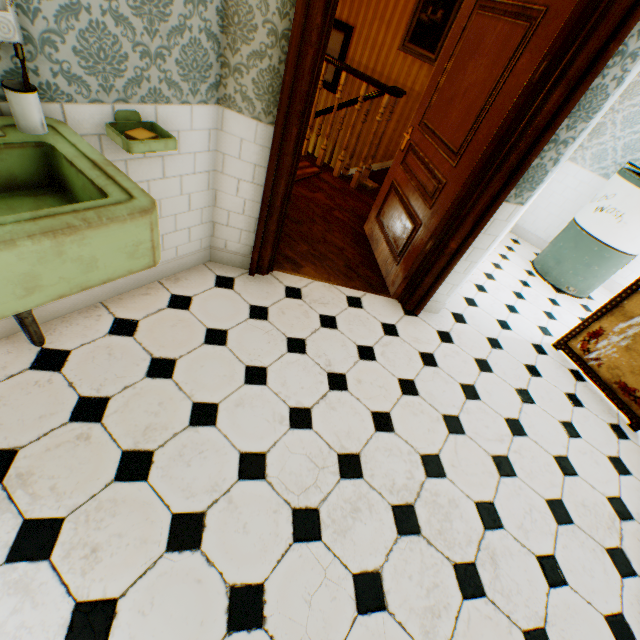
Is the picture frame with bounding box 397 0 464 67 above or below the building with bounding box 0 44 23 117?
above

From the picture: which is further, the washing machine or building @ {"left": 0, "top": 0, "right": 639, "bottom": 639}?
the washing machine

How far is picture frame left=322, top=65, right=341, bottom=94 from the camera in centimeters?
599cm

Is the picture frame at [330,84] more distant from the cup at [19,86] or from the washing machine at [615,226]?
the cup at [19,86]

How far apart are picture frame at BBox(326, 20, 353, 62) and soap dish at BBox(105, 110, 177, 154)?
5.70m

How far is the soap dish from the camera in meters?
1.5

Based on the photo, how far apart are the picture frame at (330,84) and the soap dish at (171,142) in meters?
5.7 m

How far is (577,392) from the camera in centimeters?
304cm
